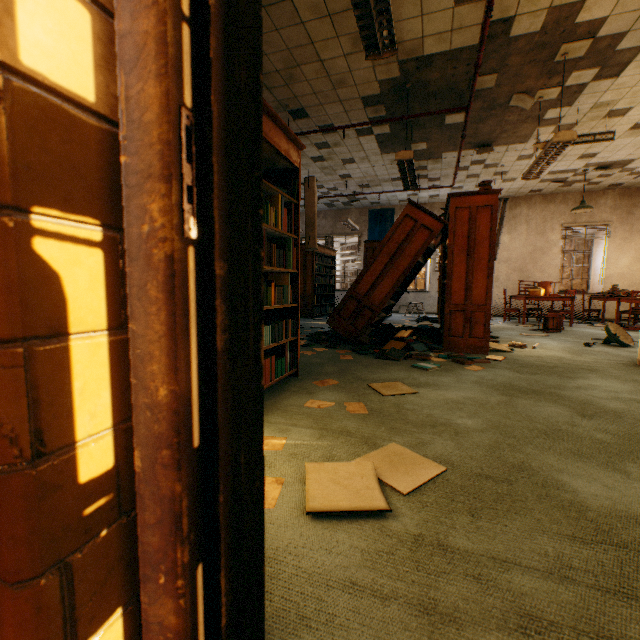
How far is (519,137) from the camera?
6.55m

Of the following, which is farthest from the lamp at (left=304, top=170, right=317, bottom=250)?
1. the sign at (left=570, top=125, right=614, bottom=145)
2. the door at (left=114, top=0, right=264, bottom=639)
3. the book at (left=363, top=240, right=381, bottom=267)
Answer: the door at (left=114, top=0, right=264, bottom=639)

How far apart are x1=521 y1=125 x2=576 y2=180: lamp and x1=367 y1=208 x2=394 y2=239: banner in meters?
6.5 m

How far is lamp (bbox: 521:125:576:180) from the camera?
4.1m

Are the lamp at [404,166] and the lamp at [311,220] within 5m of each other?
yes

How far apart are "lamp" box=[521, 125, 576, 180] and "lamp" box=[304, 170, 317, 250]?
3.7 meters

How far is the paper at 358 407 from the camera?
2.32m

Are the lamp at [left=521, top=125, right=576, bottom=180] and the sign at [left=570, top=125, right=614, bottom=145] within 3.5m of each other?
yes
